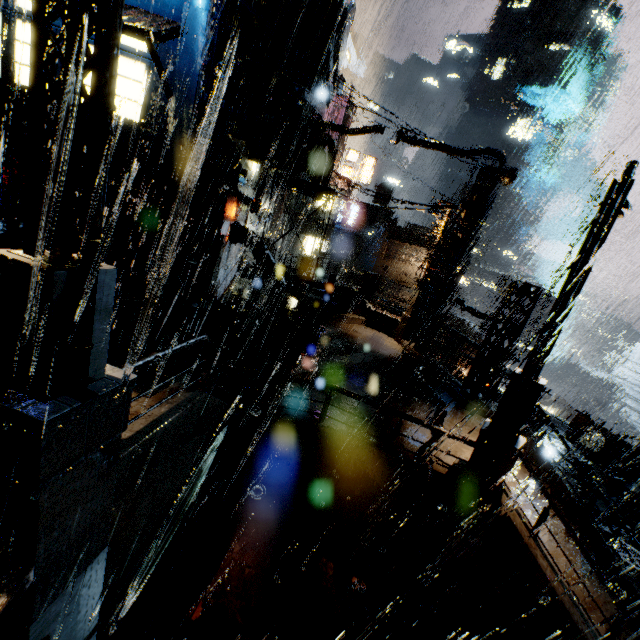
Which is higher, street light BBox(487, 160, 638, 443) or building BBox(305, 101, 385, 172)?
building BBox(305, 101, 385, 172)

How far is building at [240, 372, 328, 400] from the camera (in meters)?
9.60

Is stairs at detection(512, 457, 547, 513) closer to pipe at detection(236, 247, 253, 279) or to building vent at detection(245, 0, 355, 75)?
building vent at detection(245, 0, 355, 75)

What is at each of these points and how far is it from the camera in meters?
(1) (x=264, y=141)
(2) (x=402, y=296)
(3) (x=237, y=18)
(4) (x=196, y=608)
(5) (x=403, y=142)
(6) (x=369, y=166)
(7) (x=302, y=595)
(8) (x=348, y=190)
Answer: (1) building vent, 13.5 m
(2) cloth, 45.2 m
(3) building vent, 12.5 m
(4) leaves, 6.8 m
(5) building, 14.8 m
(6) sign, 37.6 m
(7) leaves, 7.6 m
(8) building, 35.3 m

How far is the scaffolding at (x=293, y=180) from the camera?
12.38m

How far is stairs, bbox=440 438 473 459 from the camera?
8.9 meters

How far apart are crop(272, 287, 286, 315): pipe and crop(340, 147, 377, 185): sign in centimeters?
2481cm

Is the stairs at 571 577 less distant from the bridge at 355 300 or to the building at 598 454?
the building at 598 454
